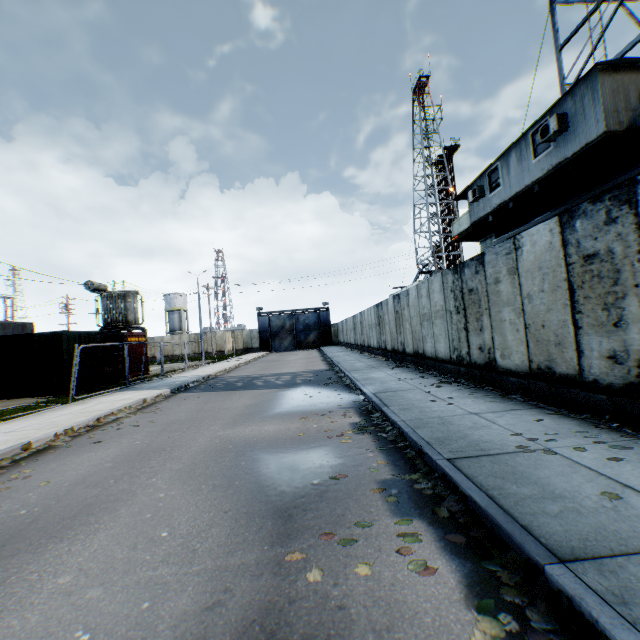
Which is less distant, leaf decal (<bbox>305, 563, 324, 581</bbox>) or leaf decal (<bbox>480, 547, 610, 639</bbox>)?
leaf decal (<bbox>480, 547, 610, 639</bbox>)

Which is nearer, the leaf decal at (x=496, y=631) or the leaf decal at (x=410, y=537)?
the leaf decal at (x=496, y=631)

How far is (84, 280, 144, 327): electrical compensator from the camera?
24.11m

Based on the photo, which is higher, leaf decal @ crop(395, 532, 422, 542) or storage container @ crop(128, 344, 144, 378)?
storage container @ crop(128, 344, 144, 378)

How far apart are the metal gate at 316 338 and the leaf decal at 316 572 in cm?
4641

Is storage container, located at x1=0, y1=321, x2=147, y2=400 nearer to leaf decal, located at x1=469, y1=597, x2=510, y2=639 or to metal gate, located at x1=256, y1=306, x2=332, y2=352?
leaf decal, located at x1=469, y1=597, x2=510, y2=639

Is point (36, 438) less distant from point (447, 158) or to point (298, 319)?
point (298, 319)

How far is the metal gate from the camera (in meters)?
49.00
